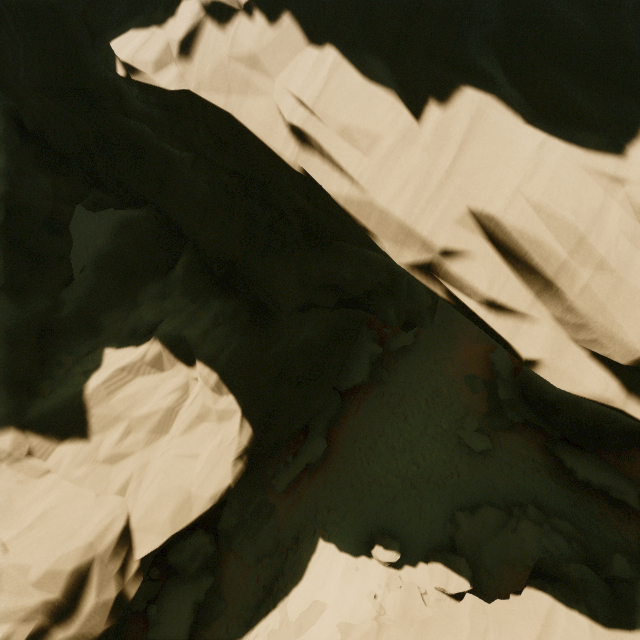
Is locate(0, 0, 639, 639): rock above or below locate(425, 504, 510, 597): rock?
above

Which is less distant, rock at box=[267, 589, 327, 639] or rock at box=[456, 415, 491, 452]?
rock at box=[267, 589, 327, 639]

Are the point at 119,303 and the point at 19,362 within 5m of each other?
yes

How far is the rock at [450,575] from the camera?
12.9m

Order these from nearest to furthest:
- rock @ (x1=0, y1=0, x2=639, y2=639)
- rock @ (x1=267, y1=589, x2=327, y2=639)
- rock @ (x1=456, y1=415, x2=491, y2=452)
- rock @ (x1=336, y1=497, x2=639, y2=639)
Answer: rock @ (x1=0, y1=0, x2=639, y2=639) → rock @ (x1=336, y1=497, x2=639, y2=639) → rock @ (x1=267, y1=589, x2=327, y2=639) → rock @ (x1=456, y1=415, x2=491, y2=452)

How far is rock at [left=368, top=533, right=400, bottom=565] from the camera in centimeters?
1334cm

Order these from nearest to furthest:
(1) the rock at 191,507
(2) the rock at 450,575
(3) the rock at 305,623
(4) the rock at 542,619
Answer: (1) the rock at 191,507
(4) the rock at 542,619
(3) the rock at 305,623
(2) the rock at 450,575
